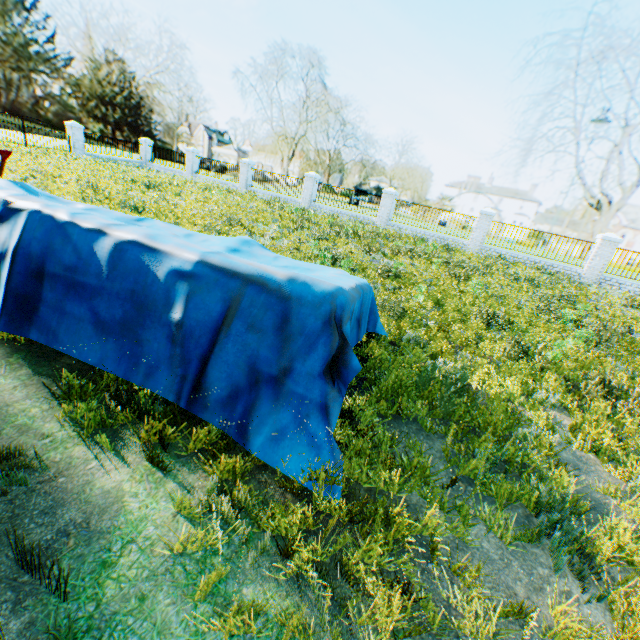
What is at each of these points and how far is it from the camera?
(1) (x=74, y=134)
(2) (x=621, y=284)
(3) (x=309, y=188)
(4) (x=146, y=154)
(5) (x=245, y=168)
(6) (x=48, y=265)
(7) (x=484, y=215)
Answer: (1) gate, 23.0m
(2) fence, 15.6m
(3) fence column, 21.7m
(4) fence column, 27.9m
(5) fence column, 23.6m
(6) covered boat, 3.0m
(7) fence column, 17.4m

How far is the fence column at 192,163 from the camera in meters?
25.5

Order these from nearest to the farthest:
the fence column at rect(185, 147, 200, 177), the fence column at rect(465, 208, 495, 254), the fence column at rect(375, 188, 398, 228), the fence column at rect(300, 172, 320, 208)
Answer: the fence column at rect(465, 208, 495, 254) → the fence column at rect(375, 188, 398, 228) → the fence column at rect(300, 172, 320, 208) → the fence column at rect(185, 147, 200, 177)

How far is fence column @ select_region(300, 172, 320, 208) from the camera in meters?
21.4

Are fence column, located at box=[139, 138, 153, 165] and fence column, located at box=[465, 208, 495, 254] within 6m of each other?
no

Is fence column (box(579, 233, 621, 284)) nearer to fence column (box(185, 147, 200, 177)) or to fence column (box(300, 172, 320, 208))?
fence column (box(300, 172, 320, 208))

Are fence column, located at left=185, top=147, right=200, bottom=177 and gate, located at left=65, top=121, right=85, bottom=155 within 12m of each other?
yes

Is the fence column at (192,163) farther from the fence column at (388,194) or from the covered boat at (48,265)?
the covered boat at (48,265)
